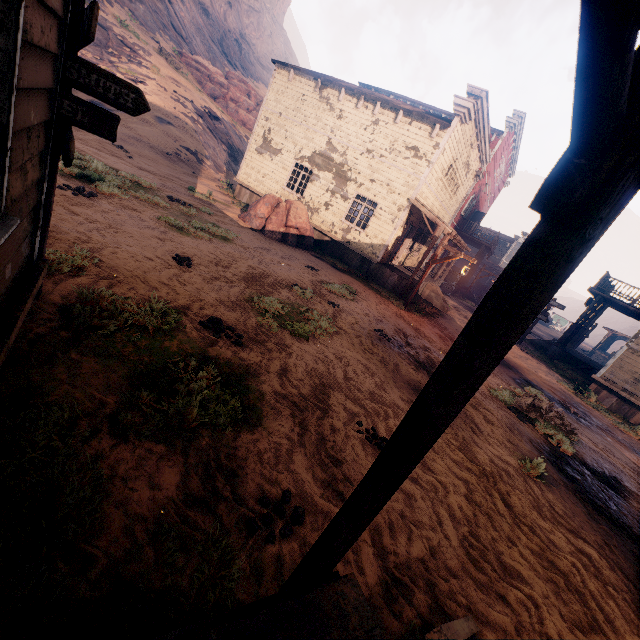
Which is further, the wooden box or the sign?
the wooden box

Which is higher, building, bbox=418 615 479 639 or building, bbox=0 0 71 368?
building, bbox=0 0 71 368

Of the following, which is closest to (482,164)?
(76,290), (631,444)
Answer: (631,444)

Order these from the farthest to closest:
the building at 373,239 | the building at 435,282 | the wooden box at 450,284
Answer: the wooden box at 450,284
the building at 435,282
the building at 373,239

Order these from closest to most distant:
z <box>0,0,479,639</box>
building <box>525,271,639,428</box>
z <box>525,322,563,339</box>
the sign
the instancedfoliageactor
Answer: z <box>0,0,479,639</box>, the sign, the instancedfoliageactor, building <box>525,271,639,428</box>, z <box>525,322,563,339</box>

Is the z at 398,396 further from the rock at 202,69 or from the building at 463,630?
the rock at 202,69

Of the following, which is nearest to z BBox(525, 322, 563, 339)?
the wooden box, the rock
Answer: the wooden box

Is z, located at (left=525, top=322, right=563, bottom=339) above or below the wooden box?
below
